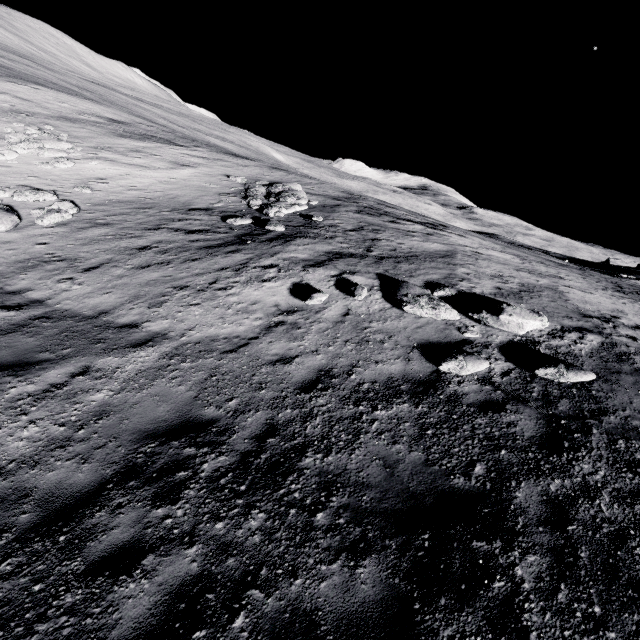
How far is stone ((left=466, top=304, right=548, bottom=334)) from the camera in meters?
7.9 m

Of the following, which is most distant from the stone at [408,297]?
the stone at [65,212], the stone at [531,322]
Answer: the stone at [65,212]

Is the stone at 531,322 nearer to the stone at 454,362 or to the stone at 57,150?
the stone at 454,362

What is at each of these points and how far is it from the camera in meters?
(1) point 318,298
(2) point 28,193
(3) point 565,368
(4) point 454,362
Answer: (1) stone, 8.7 m
(2) stone, 14.2 m
(3) stone, 6.8 m
(4) stone, 6.9 m

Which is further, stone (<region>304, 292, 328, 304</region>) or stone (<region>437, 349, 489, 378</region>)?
stone (<region>304, 292, 328, 304</region>)

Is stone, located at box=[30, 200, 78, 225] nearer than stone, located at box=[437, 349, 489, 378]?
No

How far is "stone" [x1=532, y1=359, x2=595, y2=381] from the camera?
6.61m

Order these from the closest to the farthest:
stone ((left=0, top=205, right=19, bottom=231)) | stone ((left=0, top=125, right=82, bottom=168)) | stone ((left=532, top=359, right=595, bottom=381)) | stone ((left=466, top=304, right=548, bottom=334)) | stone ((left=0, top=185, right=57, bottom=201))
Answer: stone ((left=532, top=359, right=595, bottom=381)) → stone ((left=466, top=304, right=548, bottom=334)) → stone ((left=0, top=205, right=19, bottom=231)) → stone ((left=0, top=185, right=57, bottom=201)) → stone ((left=0, top=125, right=82, bottom=168))
